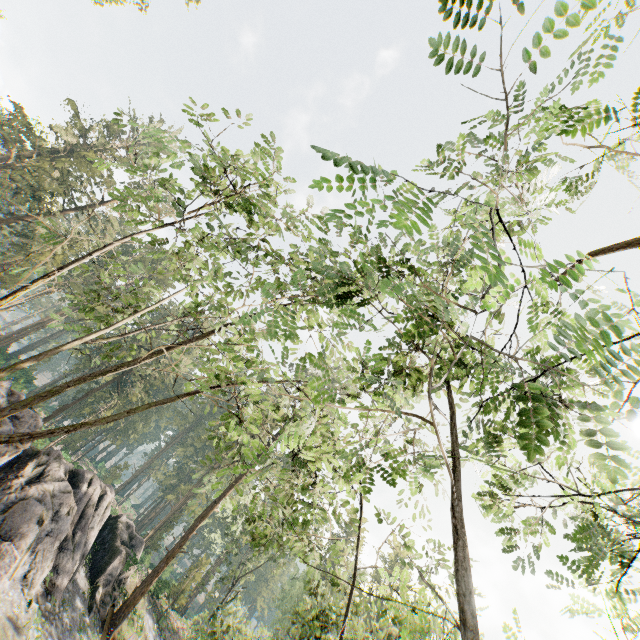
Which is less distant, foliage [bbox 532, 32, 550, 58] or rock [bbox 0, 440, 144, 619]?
foliage [bbox 532, 32, 550, 58]

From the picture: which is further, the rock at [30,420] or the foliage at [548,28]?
the rock at [30,420]

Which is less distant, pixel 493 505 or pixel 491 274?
pixel 491 274

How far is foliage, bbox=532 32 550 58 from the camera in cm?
241

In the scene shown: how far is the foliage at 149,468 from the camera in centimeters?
5509cm

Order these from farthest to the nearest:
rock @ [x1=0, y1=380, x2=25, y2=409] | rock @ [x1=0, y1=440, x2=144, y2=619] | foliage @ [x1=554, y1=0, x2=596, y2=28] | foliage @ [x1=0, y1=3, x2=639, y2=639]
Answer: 1. rock @ [x1=0, y1=380, x2=25, y2=409]
2. rock @ [x1=0, y1=440, x2=144, y2=619]
3. foliage @ [x1=0, y1=3, x2=639, y2=639]
4. foliage @ [x1=554, y1=0, x2=596, y2=28]

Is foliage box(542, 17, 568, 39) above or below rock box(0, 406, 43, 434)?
above
